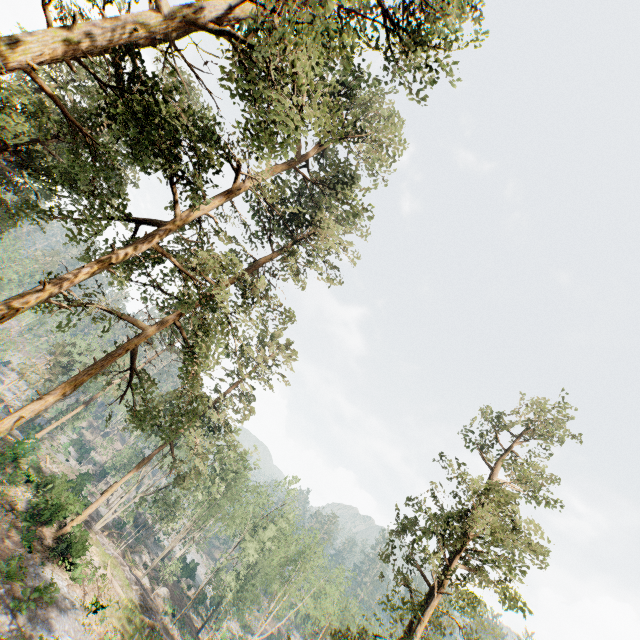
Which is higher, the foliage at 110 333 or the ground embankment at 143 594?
the foliage at 110 333

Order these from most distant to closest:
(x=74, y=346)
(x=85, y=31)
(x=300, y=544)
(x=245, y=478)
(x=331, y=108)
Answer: (x=245, y=478) < (x=74, y=346) < (x=300, y=544) < (x=331, y=108) < (x=85, y=31)

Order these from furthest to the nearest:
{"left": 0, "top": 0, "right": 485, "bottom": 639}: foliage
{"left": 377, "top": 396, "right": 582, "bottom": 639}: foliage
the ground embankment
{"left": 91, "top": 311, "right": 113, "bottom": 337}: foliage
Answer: the ground embankment, {"left": 377, "top": 396, "right": 582, "bottom": 639}: foliage, {"left": 91, "top": 311, "right": 113, "bottom": 337}: foliage, {"left": 0, "top": 0, "right": 485, "bottom": 639}: foliage

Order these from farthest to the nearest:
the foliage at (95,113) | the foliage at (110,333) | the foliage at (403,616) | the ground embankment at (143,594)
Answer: the ground embankment at (143,594) < the foliage at (403,616) < the foliage at (110,333) < the foliage at (95,113)

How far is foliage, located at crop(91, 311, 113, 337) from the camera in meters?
15.7 m

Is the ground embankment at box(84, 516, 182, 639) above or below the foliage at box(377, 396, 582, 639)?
below
